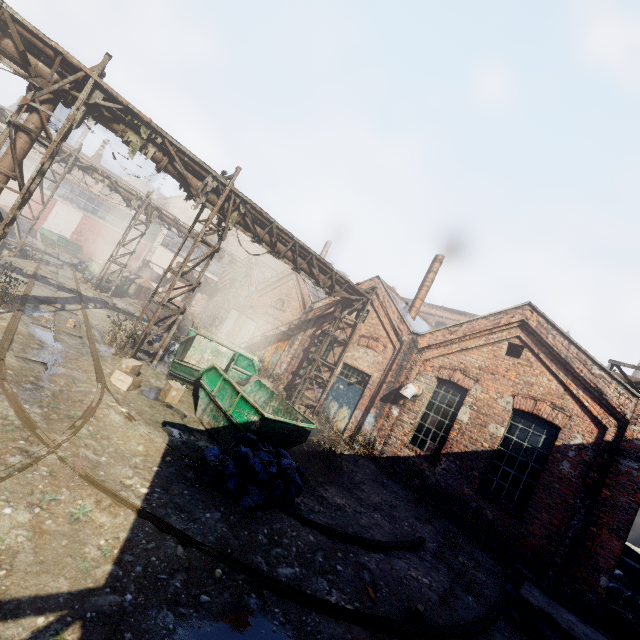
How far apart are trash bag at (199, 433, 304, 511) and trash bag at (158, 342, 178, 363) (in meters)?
6.26

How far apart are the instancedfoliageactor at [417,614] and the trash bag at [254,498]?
2.61m

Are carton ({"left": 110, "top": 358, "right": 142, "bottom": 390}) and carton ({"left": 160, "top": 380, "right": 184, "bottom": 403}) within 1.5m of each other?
yes

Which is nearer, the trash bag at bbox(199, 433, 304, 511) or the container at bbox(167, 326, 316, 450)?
the trash bag at bbox(199, 433, 304, 511)

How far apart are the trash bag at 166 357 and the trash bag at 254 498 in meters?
6.3 m

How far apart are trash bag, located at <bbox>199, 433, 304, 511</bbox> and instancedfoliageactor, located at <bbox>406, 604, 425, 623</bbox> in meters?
2.6 m

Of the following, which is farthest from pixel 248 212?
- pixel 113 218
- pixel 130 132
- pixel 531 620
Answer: pixel 113 218

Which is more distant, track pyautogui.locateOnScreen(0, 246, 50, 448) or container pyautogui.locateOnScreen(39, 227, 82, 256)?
container pyautogui.locateOnScreen(39, 227, 82, 256)
